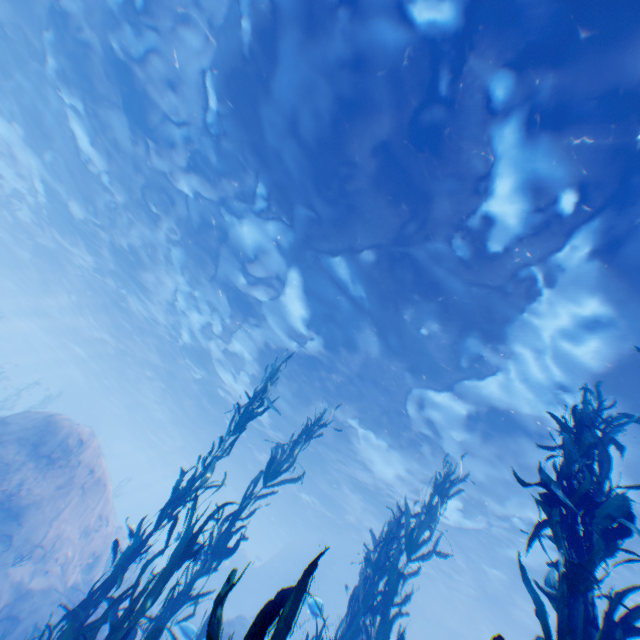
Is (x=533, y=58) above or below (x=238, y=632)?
above

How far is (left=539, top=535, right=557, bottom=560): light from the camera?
13.8m

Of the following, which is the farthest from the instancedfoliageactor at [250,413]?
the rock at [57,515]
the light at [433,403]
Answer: the light at [433,403]

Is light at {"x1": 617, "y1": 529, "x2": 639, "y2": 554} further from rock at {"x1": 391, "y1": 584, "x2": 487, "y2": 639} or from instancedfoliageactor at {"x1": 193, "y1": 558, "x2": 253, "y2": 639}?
instancedfoliageactor at {"x1": 193, "y1": 558, "x2": 253, "y2": 639}

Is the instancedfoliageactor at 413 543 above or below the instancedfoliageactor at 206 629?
above

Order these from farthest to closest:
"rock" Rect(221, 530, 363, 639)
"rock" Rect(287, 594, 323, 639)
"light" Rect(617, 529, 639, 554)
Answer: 1. "rock" Rect(221, 530, 363, 639)
2. "light" Rect(617, 529, 639, 554)
3. "rock" Rect(287, 594, 323, 639)
